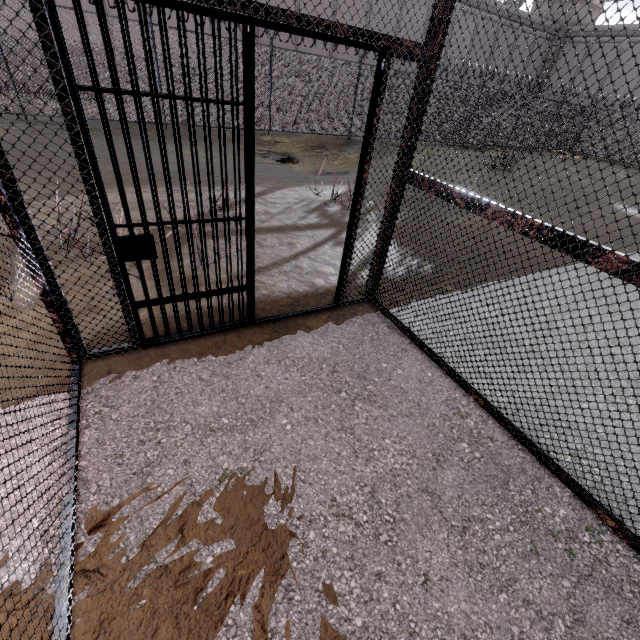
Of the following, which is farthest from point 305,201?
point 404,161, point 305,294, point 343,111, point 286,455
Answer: point 343,111

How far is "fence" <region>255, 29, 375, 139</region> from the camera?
12.2 meters

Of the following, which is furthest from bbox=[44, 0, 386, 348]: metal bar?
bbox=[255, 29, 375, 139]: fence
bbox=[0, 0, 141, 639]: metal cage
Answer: bbox=[255, 29, 375, 139]: fence

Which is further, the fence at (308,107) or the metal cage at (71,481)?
the fence at (308,107)

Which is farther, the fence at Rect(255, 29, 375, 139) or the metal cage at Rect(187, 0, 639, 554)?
the fence at Rect(255, 29, 375, 139)

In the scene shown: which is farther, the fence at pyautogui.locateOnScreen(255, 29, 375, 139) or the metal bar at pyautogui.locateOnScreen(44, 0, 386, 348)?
the fence at pyautogui.locateOnScreen(255, 29, 375, 139)
